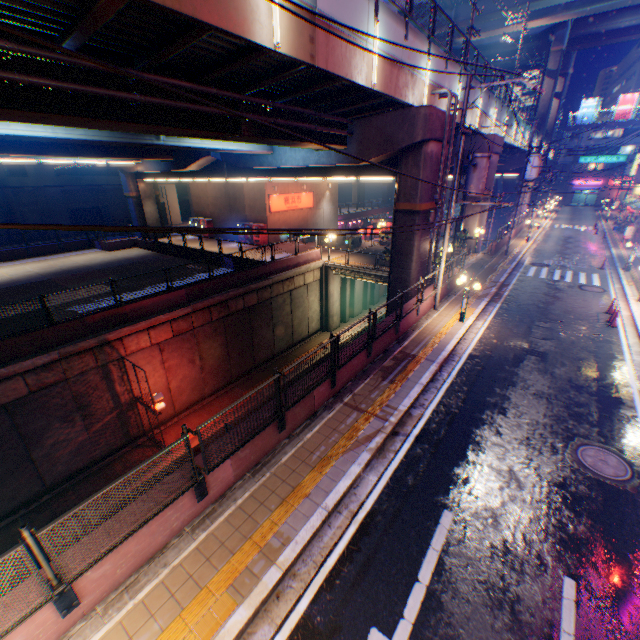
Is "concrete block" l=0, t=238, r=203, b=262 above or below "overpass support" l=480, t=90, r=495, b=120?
below

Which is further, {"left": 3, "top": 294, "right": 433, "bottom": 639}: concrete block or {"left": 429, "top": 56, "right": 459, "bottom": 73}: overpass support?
{"left": 429, "top": 56, "right": 459, "bottom": 73}: overpass support

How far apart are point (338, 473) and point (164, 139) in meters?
15.9

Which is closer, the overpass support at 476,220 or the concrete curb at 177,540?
the concrete curb at 177,540

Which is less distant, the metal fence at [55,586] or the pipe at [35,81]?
the metal fence at [55,586]

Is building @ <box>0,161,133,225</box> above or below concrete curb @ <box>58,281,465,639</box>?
above

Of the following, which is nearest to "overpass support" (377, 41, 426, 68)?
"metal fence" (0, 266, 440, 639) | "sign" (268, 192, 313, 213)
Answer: "metal fence" (0, 266, 440, 639)
